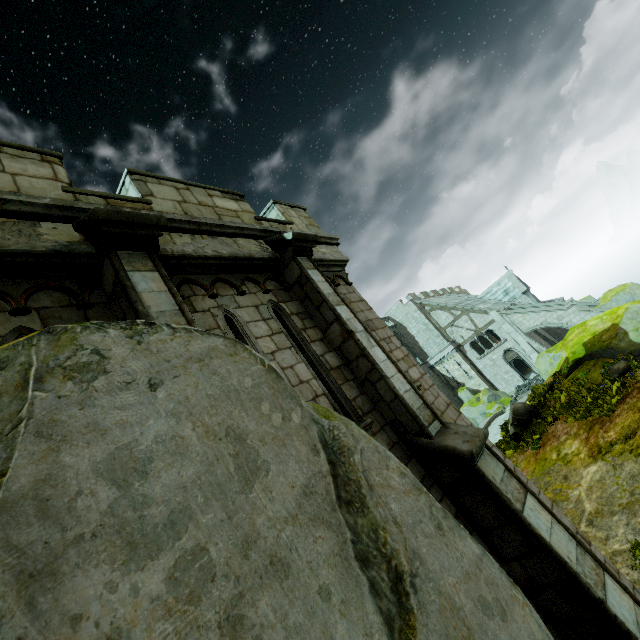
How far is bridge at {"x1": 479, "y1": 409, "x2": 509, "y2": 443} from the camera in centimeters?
1991cm

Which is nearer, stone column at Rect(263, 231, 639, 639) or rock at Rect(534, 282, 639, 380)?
stone column at Rect(263, 231, 639, 639)

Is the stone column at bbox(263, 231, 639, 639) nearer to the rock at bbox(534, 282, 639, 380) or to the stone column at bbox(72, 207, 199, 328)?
the stone column at bbox(72, 207, 199, 328)

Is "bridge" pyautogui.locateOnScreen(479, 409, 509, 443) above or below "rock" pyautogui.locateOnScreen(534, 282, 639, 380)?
below

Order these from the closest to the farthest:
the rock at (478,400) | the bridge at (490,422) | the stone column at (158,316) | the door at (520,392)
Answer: the stone column at (158,316)
the bridge at (490,422)
the door at (520,392)
the rock at (478,400)

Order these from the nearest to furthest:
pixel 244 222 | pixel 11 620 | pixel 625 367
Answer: pixel 11 620, pixel 244 222, pixel 625 367

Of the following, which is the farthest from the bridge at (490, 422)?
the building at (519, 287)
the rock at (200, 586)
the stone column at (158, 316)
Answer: the stone column at (158, 316)

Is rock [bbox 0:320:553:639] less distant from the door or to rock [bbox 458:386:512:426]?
rock [bbox 458:386:512:426]
